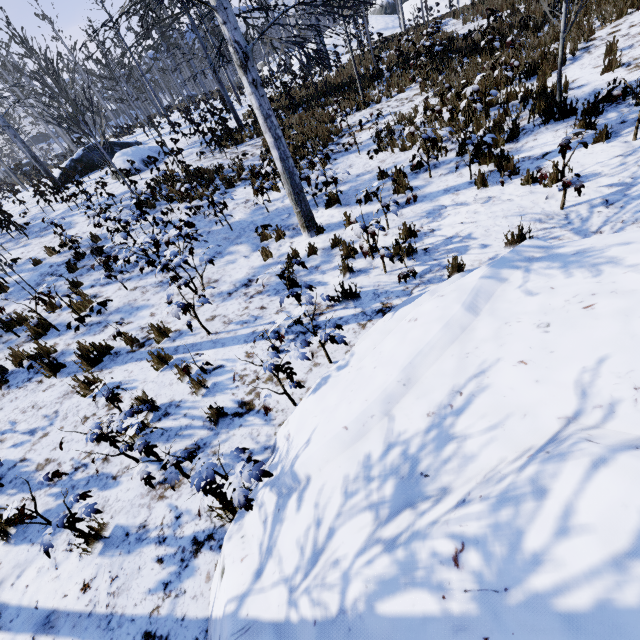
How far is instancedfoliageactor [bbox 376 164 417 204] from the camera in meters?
6.0

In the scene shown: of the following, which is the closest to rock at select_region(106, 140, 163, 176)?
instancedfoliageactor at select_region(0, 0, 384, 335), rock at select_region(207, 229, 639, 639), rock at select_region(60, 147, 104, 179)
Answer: instancedfoliageactor at select_region(0, 0, 384, 335)

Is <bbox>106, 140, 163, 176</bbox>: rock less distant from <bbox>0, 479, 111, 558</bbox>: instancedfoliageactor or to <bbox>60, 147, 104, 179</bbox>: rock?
<bbox>0, 479, 111, 558</bbox>: instancedfoliageactor

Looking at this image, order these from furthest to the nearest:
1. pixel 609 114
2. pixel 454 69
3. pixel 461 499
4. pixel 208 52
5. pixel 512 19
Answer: pixel 208 52 → pixel 512 19 → pixel 454 69 → pixel 609 114 → pixel 461 499

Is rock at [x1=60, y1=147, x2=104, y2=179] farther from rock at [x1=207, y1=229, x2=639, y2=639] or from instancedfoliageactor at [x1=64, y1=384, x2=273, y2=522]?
rock at [x1=207, y1=229, x2=639, y2=639]

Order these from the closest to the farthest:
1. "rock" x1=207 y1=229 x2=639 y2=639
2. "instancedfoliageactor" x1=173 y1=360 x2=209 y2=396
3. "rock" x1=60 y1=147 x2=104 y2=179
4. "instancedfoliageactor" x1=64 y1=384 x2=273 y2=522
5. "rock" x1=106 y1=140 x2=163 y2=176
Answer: "rock" x1=207 y1=229 x2=639 y2=639 < "instancedfoliageactor" x1=64 y1=384 x2=273 y2=522 < "instancedfoliageactor" x1=173 y1=360 x2=209 y2=396 < "rock" x1=106 y1=140 x2=163 y2=176 < "rock" x1=60 y1=147 x2=104 y2=179

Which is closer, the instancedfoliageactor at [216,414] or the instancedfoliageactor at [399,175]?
the instancedfoliageactor at [216,414]
